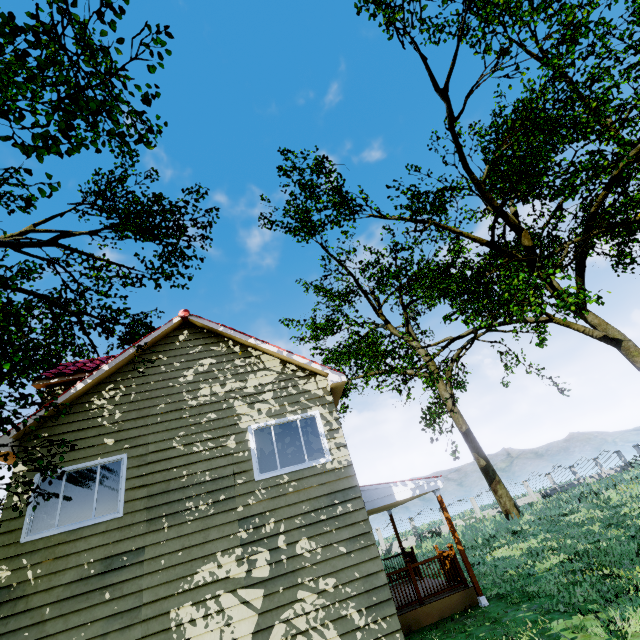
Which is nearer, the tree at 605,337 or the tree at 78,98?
the tree at 78,98

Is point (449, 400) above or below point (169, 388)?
above

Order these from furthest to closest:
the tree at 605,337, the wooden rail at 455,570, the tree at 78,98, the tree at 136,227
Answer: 1. the tree at 605,337
2. the wooden rail at 455,570
3. the tree at 136,227
4. the tree at 78,98

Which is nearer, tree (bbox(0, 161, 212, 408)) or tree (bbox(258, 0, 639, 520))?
tree (bbox(0, 161, 212, 408))

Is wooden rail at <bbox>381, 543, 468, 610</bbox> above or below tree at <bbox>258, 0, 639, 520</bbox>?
below

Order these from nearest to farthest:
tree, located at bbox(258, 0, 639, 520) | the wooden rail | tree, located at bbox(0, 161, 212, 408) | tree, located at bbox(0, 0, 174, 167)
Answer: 1. tree, located at bbox(0, 0, 174, 167)
2. tree, located at bbox(0, 161, 212, 408)
3. the wooden rail
4. tree, located at bbox(258, 0, 639, 520)

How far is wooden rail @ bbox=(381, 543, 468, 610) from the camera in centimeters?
895cm
